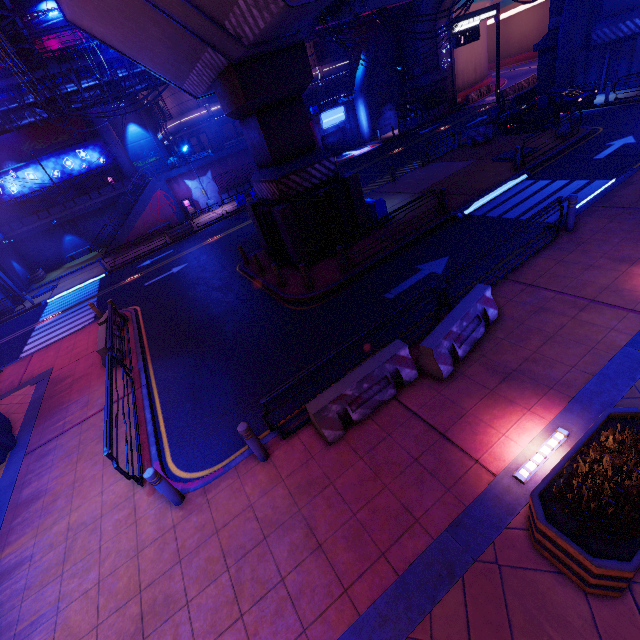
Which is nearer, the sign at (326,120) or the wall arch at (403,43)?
the wall arch at (403,43)

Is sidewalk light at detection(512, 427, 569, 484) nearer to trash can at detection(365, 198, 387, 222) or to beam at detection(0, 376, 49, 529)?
beam at detection(0, 376, 49, 529)

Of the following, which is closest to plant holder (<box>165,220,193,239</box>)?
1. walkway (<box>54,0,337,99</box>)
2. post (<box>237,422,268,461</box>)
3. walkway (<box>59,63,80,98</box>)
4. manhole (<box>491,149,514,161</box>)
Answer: walkway (<box>59,63,80,98</box>)

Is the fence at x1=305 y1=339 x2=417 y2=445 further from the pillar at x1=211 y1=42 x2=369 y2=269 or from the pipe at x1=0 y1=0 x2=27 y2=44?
the pipe at x1=0 y1=0 x2=27 y2=44

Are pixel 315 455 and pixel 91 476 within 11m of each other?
yes

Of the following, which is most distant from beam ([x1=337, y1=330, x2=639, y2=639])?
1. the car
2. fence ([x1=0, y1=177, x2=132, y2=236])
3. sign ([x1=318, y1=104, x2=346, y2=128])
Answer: fence ([x1=0, y1=177, x2=132, y2=236])

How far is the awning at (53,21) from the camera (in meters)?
29.00

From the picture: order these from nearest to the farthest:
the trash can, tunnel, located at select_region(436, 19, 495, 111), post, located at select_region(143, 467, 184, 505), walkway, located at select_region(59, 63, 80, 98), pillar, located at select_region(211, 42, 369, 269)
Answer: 1. post, located at select_region(143, 467, 184, 505)
2. pillar, located at select_region(211, 42, 369, 269)
3. the trash can
4. walkway, located at select_region(59, 63, 80, 98)
5. tunnel, located at select_region(436, 19, 495, 111)
